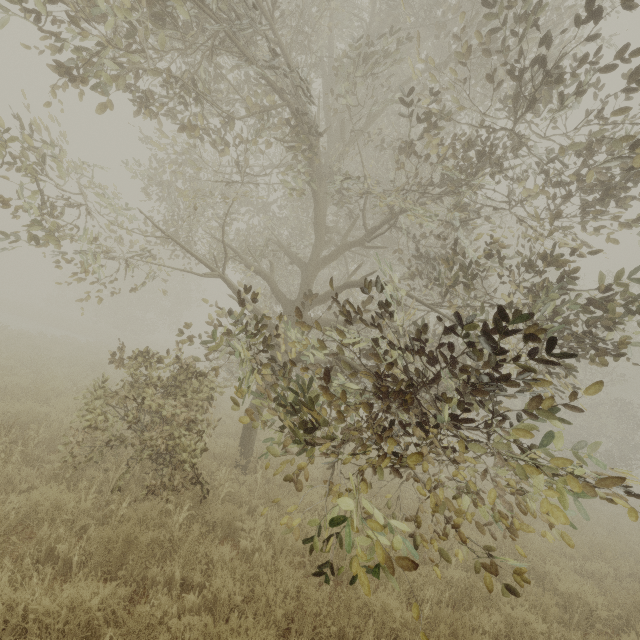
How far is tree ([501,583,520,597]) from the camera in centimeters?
321cm

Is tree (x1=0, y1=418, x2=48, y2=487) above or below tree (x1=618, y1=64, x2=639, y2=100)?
below

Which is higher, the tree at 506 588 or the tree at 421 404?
the tree at 421 404

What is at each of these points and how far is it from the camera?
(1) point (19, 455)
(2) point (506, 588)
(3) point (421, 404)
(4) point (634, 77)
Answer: (1) tree, 5.1 meters
(2) tree, 3.2 meters
(3) tree, 3.5 meters
(4) tree, 3.1 meters

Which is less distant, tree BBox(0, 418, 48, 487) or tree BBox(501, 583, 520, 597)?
tree BBox(501, 583, 520, 597)
